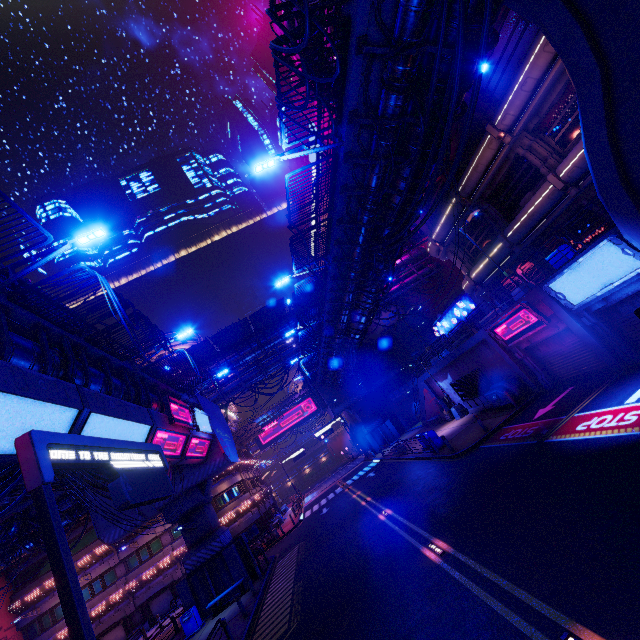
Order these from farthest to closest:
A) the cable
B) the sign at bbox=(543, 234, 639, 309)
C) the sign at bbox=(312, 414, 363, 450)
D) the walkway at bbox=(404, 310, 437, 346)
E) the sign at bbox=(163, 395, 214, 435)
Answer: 1. the walkway at bbox=(404, 310, 437, 346)
2. the sign at bbox=(312, 414, 363, 450)
3. the sign at bbox=(163, 395, 214, 435)
4. the sign at bbox=(543, 234, 639, 309)
5. the cable

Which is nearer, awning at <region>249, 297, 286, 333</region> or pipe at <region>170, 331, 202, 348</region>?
awning at <region>249, 297, 286, 333</region>

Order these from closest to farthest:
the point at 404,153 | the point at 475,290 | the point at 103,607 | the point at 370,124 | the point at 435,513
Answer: the point at 370,124
the point at 404,153
the point at 435,513
the point at 475,290
the point at 103,607

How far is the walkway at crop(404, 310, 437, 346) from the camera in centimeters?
4922cm

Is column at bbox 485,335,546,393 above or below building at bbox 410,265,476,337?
below

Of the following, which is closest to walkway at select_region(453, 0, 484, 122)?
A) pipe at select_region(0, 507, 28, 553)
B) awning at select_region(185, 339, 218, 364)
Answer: awning at select_region(185, 339, 218, 364)

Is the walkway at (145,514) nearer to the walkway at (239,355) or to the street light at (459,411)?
the walkway at (239,355)

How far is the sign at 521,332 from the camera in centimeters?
1587cm
